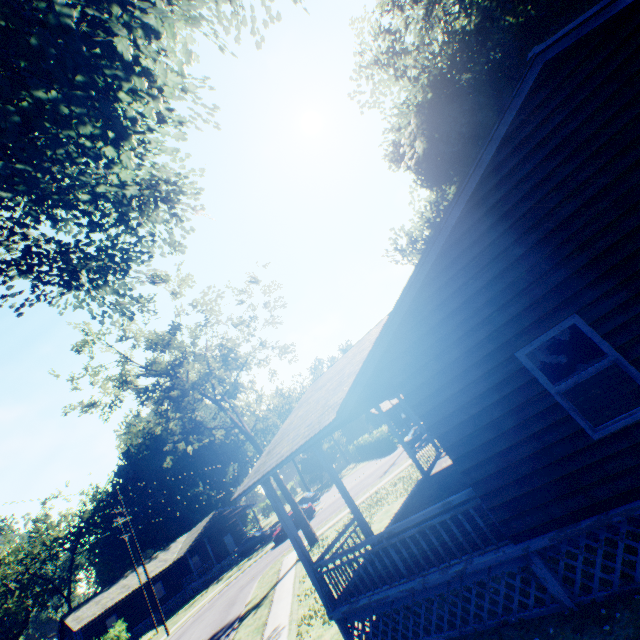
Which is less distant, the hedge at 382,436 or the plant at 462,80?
the plant at 462,80

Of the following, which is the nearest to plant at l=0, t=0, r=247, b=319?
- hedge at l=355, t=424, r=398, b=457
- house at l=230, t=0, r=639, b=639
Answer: house at l=230, t=0, r=639, b=639

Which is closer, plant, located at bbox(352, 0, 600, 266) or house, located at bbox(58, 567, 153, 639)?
plant, located at bbox(352, 0, 600, 266)

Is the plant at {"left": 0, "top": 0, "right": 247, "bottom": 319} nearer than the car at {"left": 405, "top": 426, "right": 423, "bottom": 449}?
Yes

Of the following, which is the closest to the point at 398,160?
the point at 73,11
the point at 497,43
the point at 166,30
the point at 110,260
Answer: the point at 497,43

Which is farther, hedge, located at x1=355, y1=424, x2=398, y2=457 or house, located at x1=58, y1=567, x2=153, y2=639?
hedge, located at x1=355, y1=424, x2=398, y2=457

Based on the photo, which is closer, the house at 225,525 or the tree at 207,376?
the tree at 207,376

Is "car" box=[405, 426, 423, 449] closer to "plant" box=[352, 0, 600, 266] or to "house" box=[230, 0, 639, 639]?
"house" box=[230, 0, 639, 639]
